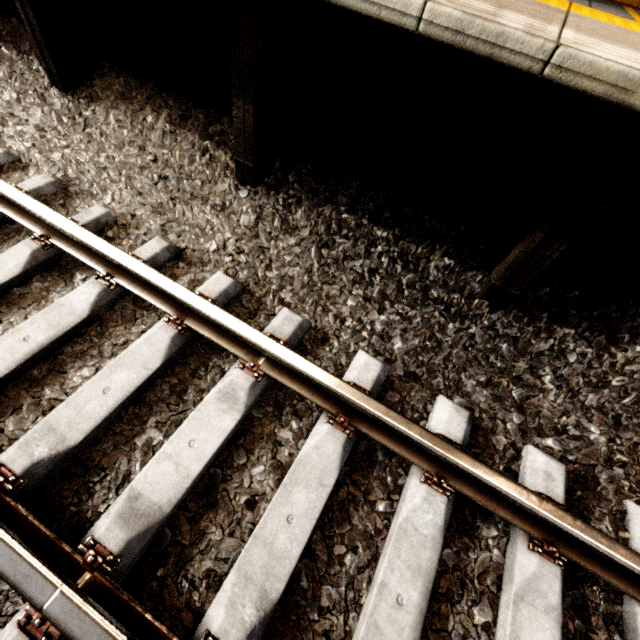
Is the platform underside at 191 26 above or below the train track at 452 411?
above

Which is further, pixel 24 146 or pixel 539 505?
pixel 24 146

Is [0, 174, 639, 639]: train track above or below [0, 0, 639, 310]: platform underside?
below
